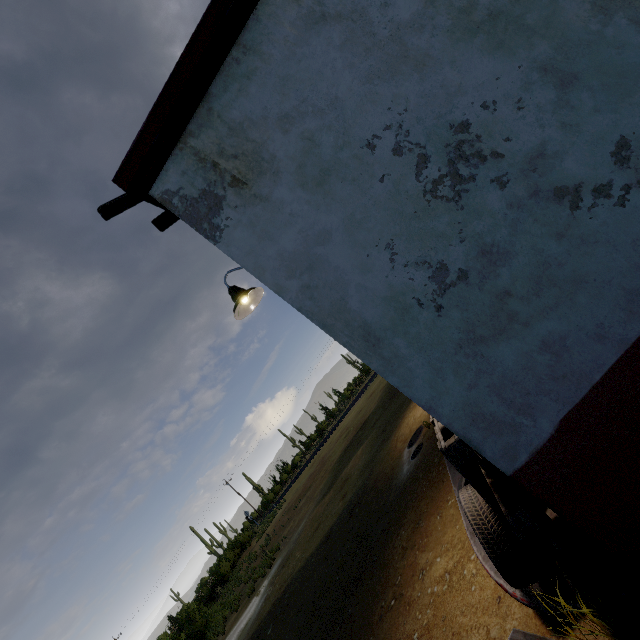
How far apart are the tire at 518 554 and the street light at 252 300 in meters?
2.7 m

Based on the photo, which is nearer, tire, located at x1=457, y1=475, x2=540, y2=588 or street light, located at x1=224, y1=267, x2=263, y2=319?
tire, located at x1=457, y1=475, x2=540, y2=588

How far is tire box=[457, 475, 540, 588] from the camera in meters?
2.1

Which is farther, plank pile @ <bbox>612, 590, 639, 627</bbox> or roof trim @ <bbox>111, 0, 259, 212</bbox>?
roof trim @ <bbox>111, 0, 259, 212</bbox>

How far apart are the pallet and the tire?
Answer: 0.1m

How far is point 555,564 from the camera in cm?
201

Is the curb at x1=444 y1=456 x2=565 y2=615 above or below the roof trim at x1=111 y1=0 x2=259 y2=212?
below

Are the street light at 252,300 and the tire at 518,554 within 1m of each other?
no
